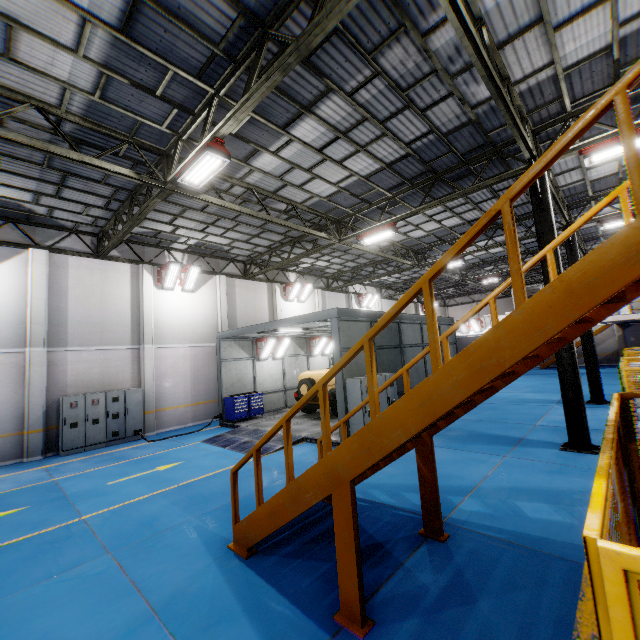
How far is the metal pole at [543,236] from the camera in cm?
902

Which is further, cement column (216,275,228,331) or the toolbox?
cement column (216,275,228,331)

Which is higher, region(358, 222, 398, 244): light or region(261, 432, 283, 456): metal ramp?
region(358, 222, 398, 244): light

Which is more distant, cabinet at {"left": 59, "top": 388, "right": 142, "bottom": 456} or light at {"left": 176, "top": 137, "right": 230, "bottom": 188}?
cabinet at {"left": 59, "top": 388, "right": 142, "bottom": 456}

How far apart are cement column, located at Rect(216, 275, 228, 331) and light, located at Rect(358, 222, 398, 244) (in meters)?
8.55

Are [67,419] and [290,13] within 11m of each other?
no

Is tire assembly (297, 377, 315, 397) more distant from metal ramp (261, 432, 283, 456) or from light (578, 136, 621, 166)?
light (578, 136, 621, 166)

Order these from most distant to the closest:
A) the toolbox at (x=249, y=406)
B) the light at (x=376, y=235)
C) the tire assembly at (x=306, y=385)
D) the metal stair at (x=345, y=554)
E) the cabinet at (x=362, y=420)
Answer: the toolbox at (x=249, y=406), the tire assembly at (x=306, y=385), the light at (x=376, y=235), the cabinet at (x=362, y=420), the metal stair at (x=345, y=554)
